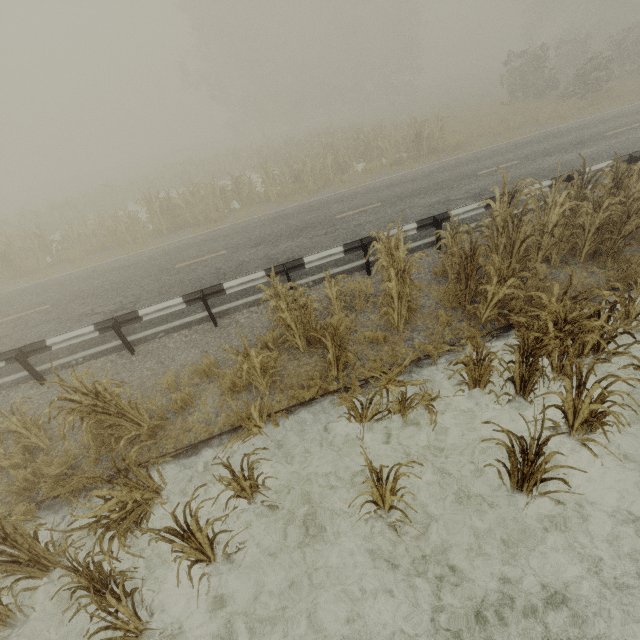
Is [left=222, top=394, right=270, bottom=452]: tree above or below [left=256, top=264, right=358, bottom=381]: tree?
below

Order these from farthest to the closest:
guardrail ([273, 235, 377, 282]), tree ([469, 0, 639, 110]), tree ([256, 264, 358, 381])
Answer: tree ([469, 0, 639, 110]), guardrail ([273, 235, 377, 282]), tree ([256, 264, 358, 381])

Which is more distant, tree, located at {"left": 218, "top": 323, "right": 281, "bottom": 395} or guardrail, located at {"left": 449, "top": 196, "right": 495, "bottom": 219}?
guardrail, located at {"left": 449, "top": 196, "right": 495, "bottom": 219}

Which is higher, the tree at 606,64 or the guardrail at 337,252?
the tree at 606,64

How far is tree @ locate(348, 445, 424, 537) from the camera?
3.5 meters

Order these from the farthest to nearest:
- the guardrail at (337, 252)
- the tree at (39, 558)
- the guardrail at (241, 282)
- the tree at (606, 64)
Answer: the tree at (606, 64)
the guardrail at (337, 252)
the guardrail at (241, 282)
the tree at (39, 558)

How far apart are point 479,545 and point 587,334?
3.2 meters
